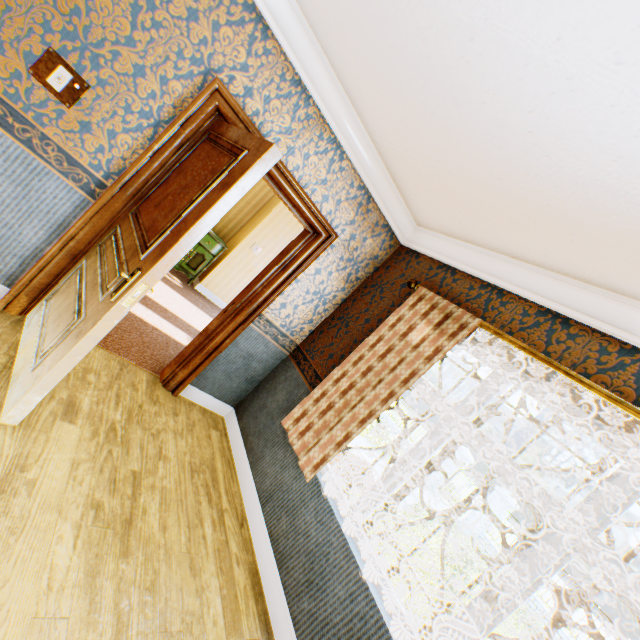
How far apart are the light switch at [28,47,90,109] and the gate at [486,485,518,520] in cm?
1676

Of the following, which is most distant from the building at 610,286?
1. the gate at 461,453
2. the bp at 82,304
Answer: the gate at 461,453

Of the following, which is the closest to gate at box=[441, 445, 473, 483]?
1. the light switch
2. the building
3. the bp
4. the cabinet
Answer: the building

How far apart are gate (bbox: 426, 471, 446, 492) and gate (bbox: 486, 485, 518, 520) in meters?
1.0

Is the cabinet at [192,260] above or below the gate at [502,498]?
below

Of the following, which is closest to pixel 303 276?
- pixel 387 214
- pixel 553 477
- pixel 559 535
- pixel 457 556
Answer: pixel 387 214

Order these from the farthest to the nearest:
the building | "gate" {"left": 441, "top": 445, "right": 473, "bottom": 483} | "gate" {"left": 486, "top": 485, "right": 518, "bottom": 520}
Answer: "gate" {"left": 441, "top": 445, "right": 473, "bottom": 483} → "gate" {"left": 486, "top": 485, "right": 518, "bottom": 520} → the building
